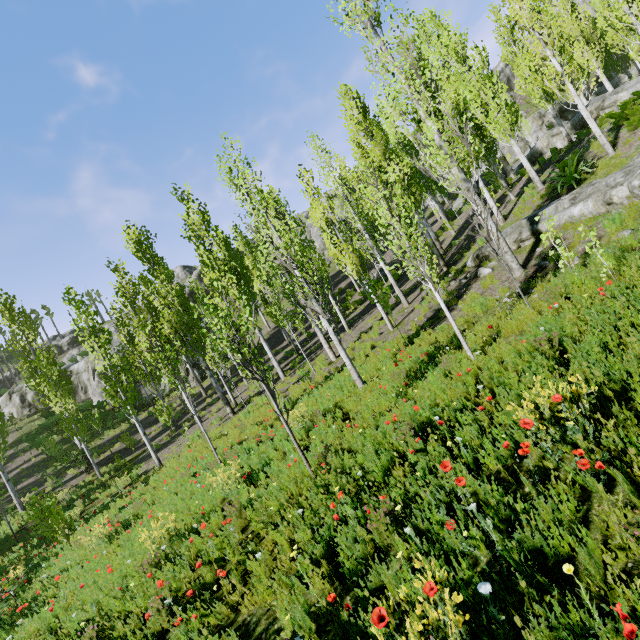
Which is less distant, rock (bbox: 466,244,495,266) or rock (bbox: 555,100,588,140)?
rock (bbox: 466,244,495,266)

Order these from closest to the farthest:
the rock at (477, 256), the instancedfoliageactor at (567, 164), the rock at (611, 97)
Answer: the instancedfoliageactor at (567, 164)
the rock at (477, 256)
the rock at (611, 97)

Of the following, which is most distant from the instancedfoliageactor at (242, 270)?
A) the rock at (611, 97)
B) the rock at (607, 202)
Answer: the rock at (607, 202)

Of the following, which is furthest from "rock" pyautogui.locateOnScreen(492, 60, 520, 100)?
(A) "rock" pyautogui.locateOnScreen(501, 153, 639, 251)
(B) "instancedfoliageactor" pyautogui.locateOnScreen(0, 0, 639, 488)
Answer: (A) "rock" pyautogui.locateOnScreen(501, 153, 639, 251)

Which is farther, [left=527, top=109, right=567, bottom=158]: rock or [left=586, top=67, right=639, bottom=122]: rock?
[left=527, top=109, right=567, bottom=158]: rock

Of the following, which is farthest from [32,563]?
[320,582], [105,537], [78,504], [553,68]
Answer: [553,68]

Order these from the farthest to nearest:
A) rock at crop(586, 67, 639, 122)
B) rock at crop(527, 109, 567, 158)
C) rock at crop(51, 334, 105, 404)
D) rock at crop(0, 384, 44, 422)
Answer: rock at crop(0, 384, 44, 422), rock at crop(51, 334, 105, 404), rock at crop(527, 109, 567, 158), rock at crop(586, 67, 639, 122)

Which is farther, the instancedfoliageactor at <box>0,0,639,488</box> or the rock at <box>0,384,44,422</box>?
the rock at <box>0,384,44,422</box>
